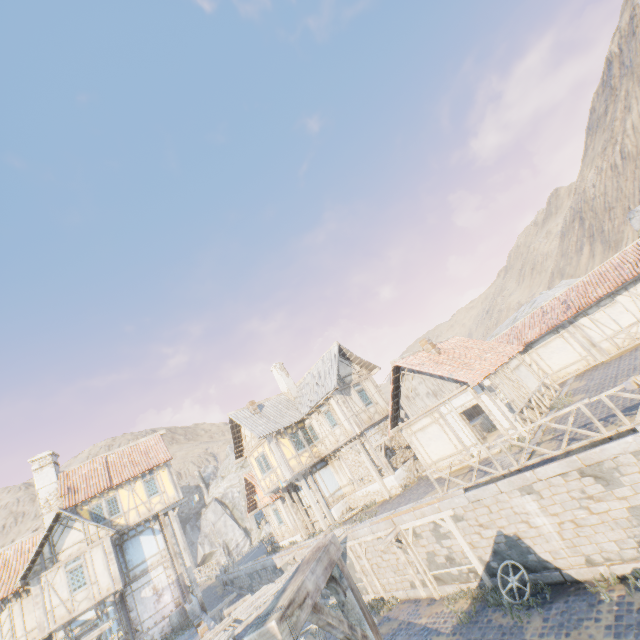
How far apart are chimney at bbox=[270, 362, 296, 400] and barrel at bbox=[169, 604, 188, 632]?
14.36m

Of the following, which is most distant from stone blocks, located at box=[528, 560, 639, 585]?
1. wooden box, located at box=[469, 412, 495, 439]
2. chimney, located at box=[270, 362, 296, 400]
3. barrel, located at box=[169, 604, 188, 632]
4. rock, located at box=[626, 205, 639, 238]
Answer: chimney, located at box=[270, 362, 296, 400]

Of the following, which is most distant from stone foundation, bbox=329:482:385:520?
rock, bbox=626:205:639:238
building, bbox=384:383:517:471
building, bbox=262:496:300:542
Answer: rock, bbox=626:205:639:238

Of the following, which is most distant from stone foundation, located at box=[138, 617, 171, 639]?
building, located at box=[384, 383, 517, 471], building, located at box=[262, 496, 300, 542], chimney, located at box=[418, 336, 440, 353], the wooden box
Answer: chimney, located at box=[418, 336, 440, 353]

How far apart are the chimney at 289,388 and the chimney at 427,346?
11.7 meters

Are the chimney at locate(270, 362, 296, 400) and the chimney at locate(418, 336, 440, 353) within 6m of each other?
no

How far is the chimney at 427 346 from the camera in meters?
18.2

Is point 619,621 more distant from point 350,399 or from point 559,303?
point 559,303
